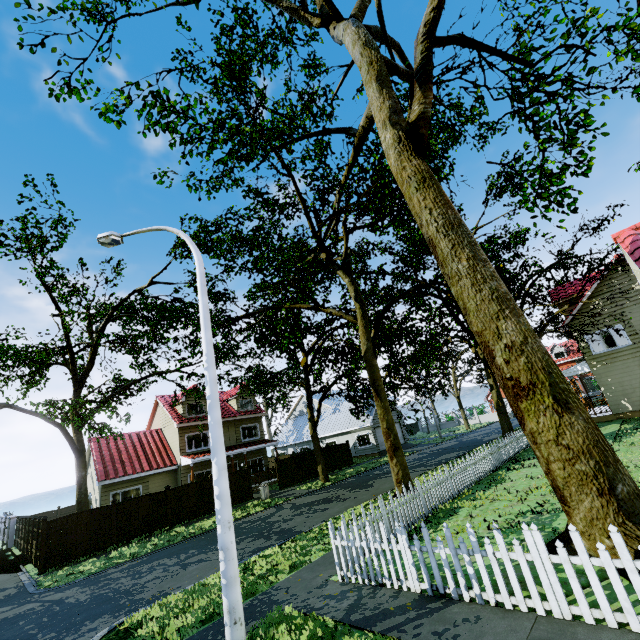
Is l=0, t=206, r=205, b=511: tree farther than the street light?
Yes

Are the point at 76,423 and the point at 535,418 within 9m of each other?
no

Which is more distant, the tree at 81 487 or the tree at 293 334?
the tree at 81 487

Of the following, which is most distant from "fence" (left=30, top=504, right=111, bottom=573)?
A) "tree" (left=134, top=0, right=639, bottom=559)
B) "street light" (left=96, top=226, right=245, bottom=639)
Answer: "street light" (left=96, top=226, right=245, bottom=639)

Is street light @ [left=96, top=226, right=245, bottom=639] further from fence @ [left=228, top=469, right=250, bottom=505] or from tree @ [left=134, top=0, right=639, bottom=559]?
tree @ [left=134, top=0, right=639, bottom=559]

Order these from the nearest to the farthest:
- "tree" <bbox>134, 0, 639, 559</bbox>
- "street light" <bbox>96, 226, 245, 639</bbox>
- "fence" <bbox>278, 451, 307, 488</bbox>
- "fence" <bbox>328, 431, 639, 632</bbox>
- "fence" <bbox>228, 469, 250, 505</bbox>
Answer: "fence" <bbox>328, 431, 639, 632</bbox>, "street light" <bbox>96, 226, 245, 639</bbox>, "tree" <bbox>134, 0, 639, 559</bbox>, "fence" <bbox>228, 469, 250, 505</bbox>, "fence" <bbox>278, 451, 307, 488</bbox>

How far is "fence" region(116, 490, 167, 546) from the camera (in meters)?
17.34

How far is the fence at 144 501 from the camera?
17.34m
